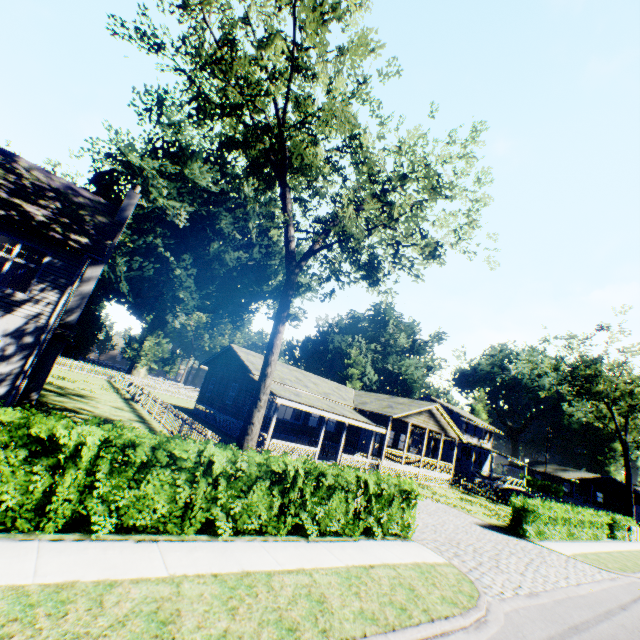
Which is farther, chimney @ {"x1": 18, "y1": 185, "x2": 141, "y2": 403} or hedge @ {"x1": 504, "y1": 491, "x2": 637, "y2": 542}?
hedge @ {"x1": 504, "y1": 491, "x2": 637, "y2": 542}

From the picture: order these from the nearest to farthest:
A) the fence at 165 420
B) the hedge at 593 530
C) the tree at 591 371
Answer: the fence at 165 420, the hedge at 593 530, the tree at 591 371

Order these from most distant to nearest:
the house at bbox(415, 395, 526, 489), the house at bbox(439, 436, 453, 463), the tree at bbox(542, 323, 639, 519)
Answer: the house at bbox(439, 436, 453, 463) < the house at bbox(415, 395, 526, 489) < the tree at bbox(542, 323, 639, 519)

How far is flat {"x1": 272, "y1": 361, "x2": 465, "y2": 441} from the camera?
25.8m

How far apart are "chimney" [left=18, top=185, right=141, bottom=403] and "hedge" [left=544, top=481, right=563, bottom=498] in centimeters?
7161cm

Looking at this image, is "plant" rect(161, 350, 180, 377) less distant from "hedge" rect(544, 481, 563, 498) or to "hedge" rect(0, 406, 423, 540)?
"hedge" rect(544, 481, 563, 498)

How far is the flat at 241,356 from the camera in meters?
24.5 m

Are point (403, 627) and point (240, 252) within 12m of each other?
no
